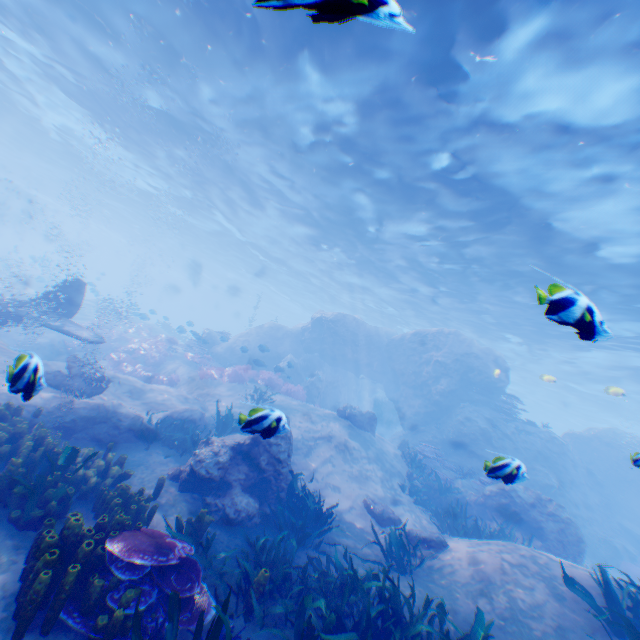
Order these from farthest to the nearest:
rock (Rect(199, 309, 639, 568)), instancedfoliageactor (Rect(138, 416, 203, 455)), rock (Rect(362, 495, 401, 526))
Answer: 1. rock (Rect(199, 309, 639, 568))
2. rock (Rect(362, 495, 401, 526))
3. instancedfoliageactor (Rect(138, 416, 203, 455))

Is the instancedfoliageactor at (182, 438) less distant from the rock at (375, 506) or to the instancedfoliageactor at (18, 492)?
the rock at (375, 506)

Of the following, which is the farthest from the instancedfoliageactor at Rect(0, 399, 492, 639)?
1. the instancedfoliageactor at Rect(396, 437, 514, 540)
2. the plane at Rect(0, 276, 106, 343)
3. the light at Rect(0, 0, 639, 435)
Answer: the light at Rect(0, 0, 639, 435)

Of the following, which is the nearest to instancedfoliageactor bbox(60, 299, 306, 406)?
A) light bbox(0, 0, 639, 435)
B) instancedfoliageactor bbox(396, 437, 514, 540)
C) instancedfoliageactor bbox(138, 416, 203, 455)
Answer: instancedfoliageactor bbox(138, 416, 203, 455)

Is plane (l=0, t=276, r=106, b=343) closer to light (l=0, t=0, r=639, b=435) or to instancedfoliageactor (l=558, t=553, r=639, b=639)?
instancedfoliageactor (l=558, t=553, r=639, b=639)

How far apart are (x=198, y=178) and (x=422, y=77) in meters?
16.5

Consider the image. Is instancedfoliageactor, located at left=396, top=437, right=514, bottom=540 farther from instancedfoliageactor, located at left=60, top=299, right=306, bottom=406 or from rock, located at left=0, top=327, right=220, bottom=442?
instancedfoliageactor, located at left=60, top=299, right=306, bottom=406

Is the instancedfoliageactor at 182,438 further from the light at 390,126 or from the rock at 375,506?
the light at 390,126
